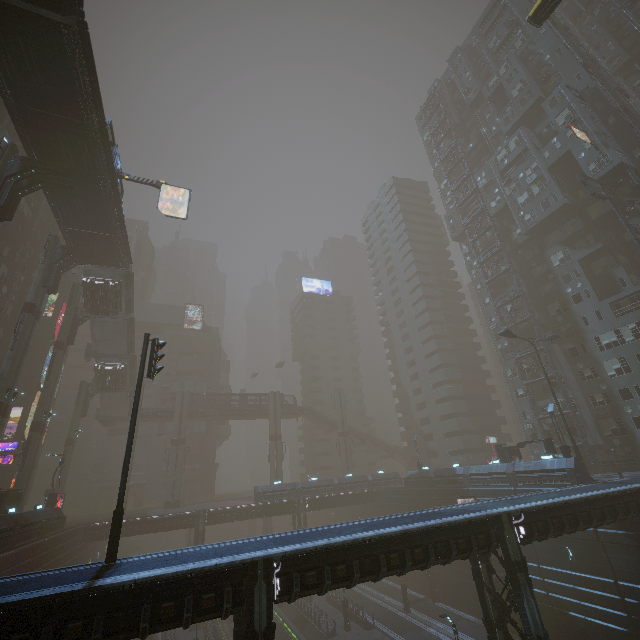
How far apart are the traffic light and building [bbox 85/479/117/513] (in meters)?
57.67

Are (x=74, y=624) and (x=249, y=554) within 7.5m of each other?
yes

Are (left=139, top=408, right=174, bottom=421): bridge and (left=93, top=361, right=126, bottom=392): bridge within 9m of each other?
yes

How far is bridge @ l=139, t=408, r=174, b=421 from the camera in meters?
54.8 m

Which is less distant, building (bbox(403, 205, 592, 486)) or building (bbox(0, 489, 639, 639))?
building (bbox(0, 489, 639, 639))

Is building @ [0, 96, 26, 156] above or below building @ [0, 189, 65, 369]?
above

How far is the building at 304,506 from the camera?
37.8 meters

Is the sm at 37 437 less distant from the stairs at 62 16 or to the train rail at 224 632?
the train rail at 224 632
